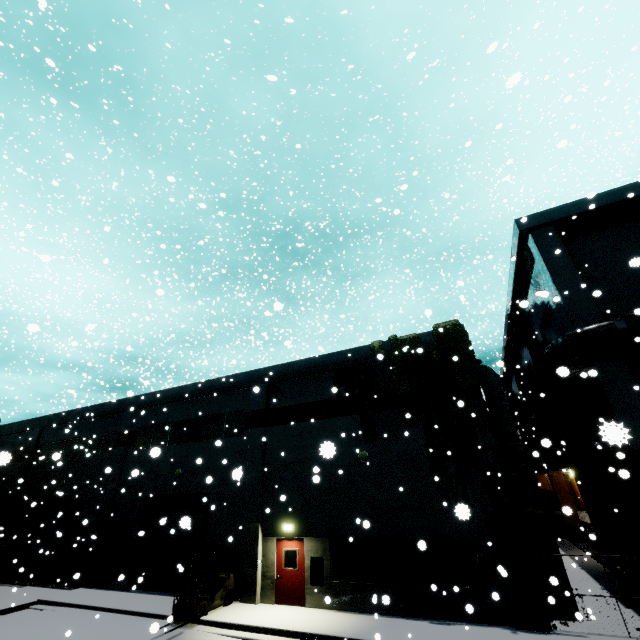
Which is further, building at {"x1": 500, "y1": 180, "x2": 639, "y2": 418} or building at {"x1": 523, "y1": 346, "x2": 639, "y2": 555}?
building at {"x1": 500, "y1": 180, "x2": 639, "y2": 418}

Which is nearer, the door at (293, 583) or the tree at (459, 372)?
the tree at (459, 372)

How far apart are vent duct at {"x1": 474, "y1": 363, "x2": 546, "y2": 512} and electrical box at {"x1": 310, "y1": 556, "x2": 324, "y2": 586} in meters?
8.1

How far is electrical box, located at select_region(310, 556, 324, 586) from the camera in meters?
13.3

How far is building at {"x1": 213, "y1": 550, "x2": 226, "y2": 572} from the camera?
15.39m

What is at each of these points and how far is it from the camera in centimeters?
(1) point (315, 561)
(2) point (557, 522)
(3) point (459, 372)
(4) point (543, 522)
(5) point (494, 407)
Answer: (1) electrical box, 1367cm
(2) concrete pipe stack, 2766cm
(3) tree, 1420cm
(4) vent duct, 1208cm
(5) vent duct, 1434cm

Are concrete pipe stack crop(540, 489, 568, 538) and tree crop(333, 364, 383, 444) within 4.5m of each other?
no

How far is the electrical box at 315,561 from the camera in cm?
1330
